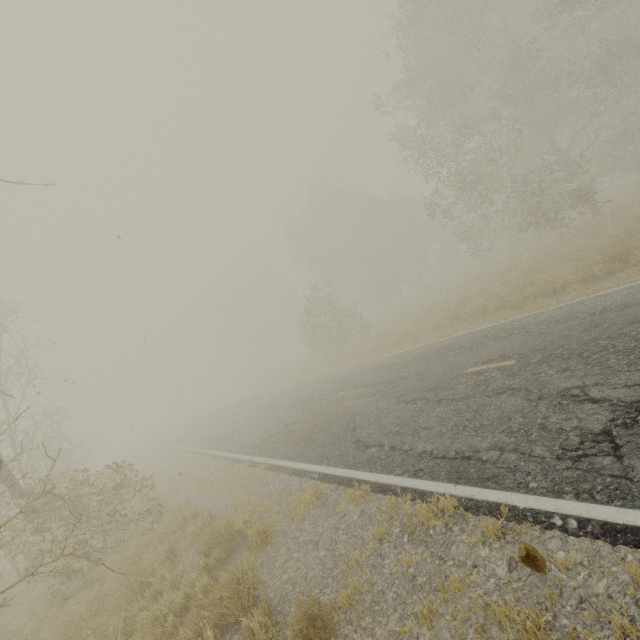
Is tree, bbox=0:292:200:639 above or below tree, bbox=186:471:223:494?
above

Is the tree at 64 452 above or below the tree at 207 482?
above

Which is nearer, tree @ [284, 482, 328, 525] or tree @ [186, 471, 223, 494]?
tree @ [284, 482, 328, 525]

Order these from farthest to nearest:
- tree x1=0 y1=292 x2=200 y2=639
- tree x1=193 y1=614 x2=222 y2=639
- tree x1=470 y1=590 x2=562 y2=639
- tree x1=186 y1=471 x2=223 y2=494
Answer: tree x1=186 y1=471 x2=223 y2=494
tree x1=0 y1=292 x2=200 y2=639
tree x1=193 y1=614 x2=222 y2=639
tree x1=470 y1=590 x2=562 y2=639

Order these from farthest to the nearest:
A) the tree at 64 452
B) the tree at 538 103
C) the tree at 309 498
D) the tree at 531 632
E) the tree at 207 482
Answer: the tree at 538 103
the tree at 207 482
the tree at 309 498
the tree at 64 452
the tree at 531 632

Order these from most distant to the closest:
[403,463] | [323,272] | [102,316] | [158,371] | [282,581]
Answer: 1. [158,371]
2. [323,272]
3. [102,316]
4. [403,463]
5. [282,581]

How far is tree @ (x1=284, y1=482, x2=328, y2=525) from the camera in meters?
6.2
